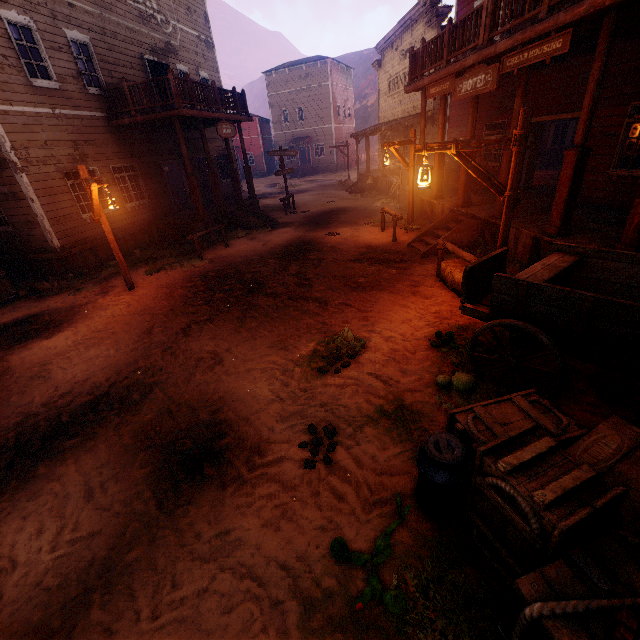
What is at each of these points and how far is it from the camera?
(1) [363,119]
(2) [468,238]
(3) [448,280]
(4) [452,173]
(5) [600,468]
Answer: (1) z, 59.06m
(2) building, 9.36m
(3) hay bale, 7.34m
(4) wooden box, 13.81m
(5) wooden box, 2.63m

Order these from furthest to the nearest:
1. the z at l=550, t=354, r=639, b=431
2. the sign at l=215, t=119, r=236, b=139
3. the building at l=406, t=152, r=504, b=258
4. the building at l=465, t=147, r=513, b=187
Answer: the sign at l=215, t=119, r=236, b=139 < the building at l=406, t=152, r=504, b=258 < the building at l=465, t=147, r=513, b=187 < the z at l=550, t=354, r=639, b=431

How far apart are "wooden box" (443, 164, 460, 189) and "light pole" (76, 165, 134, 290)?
11.43m

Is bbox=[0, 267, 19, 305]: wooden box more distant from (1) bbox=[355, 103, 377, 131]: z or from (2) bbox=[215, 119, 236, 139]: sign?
(2) bbox=[215, 119, 236, 139]: sign

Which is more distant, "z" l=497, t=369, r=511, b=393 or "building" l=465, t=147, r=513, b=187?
"building" l=465, t=147, r=513, b=187

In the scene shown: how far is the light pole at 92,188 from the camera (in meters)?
7.46

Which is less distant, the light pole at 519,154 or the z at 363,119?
the light pole at 519,154

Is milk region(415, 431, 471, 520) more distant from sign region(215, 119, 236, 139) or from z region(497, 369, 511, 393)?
sign region(215, 119, 236, 139)
